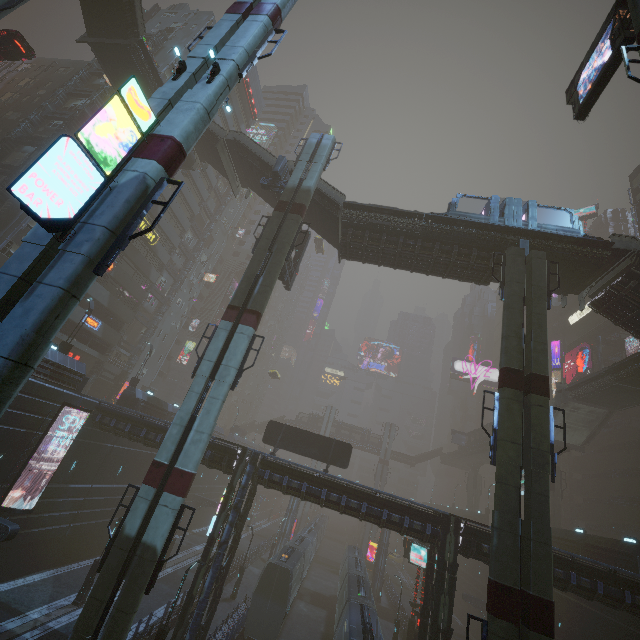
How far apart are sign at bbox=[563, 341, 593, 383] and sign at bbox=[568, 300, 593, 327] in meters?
5.6 m

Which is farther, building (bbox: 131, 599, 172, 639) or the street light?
building (bbox: 131, 599, 172, 639)

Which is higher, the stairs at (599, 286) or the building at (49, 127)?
the building at (49, 127)

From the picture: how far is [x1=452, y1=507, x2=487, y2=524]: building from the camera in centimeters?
4934cm

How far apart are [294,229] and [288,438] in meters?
17.7 m

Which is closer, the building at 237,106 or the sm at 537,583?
the sm at 537,583

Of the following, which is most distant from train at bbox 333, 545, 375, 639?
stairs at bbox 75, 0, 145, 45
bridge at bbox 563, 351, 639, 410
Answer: stairs at bbox 75, 0, 145, 45

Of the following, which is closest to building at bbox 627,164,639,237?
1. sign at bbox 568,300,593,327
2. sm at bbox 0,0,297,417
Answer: sign at bbox 568,300,593,327
